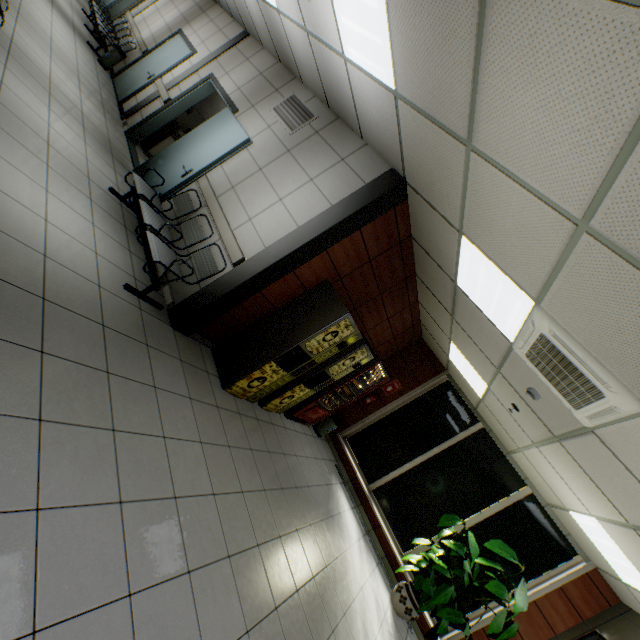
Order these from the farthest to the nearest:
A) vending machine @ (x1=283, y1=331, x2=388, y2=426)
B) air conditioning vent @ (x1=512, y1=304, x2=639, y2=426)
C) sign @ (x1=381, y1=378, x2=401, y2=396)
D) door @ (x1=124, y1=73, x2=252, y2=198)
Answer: sign @ (x1=381, y1=378, x2=401, y2=396)
vending machine @ (x1=283, y1=331, x2=388, y2=426)
door @ (x1=124, y1=73, x2=252, y2=198)
air conditioning vent @ (x1=512, y1=304, x2=639, y2=426)

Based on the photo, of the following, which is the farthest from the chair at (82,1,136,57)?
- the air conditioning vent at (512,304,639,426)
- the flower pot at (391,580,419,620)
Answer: the flower pot at (391,580,419,620)

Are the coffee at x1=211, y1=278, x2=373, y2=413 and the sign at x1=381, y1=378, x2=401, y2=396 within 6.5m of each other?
yes

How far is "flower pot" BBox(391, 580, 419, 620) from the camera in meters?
5.3 m

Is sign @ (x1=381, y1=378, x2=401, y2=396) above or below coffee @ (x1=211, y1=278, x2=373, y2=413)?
above

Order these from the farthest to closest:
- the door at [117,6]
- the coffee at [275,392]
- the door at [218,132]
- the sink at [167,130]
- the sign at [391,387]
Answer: the door at [117,6], the sign at [391,387], the sink at [167,130], the door at [218,132], the coffee at [275,392]

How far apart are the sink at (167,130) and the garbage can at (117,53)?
2.9m

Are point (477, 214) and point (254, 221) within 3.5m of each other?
yes
